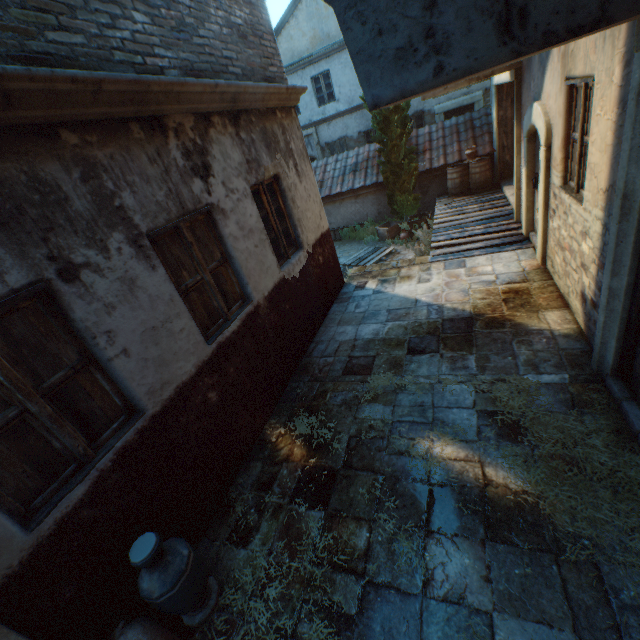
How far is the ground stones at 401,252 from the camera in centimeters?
1062cm

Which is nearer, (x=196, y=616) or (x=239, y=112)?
(x=196, y=616)

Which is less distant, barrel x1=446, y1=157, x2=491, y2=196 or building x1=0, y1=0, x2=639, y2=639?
building x1=0, y1=0, x2=639, y2=639

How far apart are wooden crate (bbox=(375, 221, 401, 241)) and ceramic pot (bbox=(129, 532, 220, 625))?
11.38m

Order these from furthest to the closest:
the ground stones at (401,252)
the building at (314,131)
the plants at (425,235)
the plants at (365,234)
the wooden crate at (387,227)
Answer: the plants at (365,234)
the wooden crate at (387,227)
the ground stones at (401,252)
the plants at (425,235)
the building at (314,131)

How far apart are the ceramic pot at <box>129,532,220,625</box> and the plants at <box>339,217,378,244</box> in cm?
1221

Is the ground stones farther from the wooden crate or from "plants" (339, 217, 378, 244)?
"plants" (339, 217, 378, 244)

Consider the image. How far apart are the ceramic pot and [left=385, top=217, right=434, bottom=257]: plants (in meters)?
9.77
